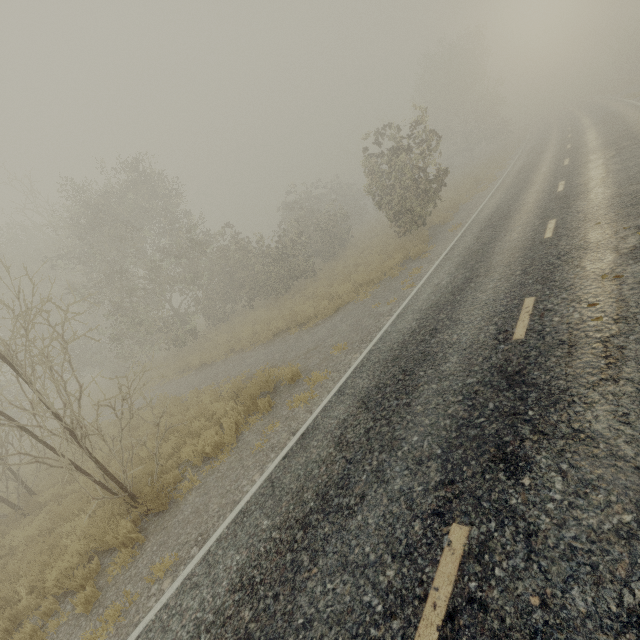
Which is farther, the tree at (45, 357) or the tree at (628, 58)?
the tree at (628, 58)

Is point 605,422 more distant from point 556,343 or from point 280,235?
point 280,235

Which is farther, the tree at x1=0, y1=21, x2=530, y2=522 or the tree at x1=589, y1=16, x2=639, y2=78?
the tree at x1=589, y1=16, x2=639, y2=78
